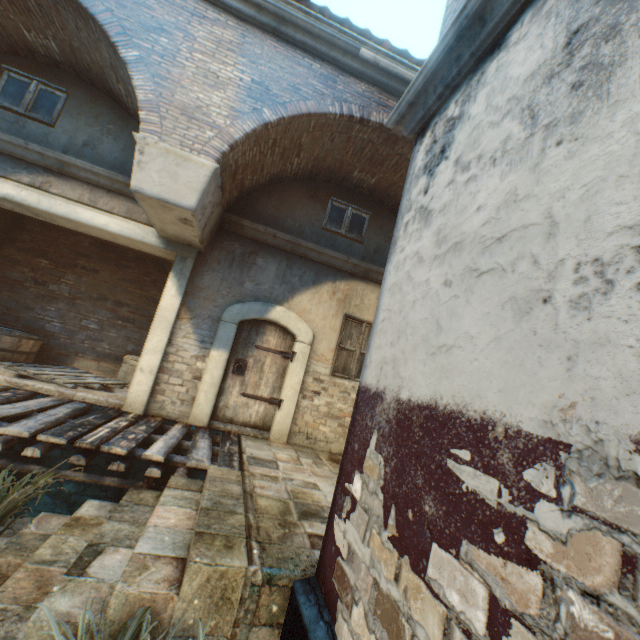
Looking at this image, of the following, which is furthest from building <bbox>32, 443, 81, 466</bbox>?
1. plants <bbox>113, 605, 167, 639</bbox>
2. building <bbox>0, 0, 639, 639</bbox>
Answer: plants <bbox>113, 605, 167, 639</bbox>

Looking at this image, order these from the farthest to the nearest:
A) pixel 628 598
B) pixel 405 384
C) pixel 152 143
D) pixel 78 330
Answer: pixel 78 330 → pixel 152 143 → pixel 405 384 → pixel 628 598

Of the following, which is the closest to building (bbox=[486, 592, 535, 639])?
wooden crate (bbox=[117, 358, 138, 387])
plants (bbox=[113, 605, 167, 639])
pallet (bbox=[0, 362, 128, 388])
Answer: plants (bbox=[113, 605, 167, 639])

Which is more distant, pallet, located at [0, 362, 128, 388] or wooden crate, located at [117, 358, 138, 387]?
wooden crate, located at [117, 358, 138, 387]

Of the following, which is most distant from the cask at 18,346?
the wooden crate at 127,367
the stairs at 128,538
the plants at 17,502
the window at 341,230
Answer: the window at 341,230

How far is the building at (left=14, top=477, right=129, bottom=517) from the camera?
5.05m

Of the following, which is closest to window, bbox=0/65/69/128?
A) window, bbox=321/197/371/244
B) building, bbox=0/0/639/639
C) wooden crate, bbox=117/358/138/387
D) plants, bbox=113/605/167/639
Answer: wooden crate, bbox=117/358/138/387

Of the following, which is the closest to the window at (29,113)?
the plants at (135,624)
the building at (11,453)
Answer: the building at (11,453)
